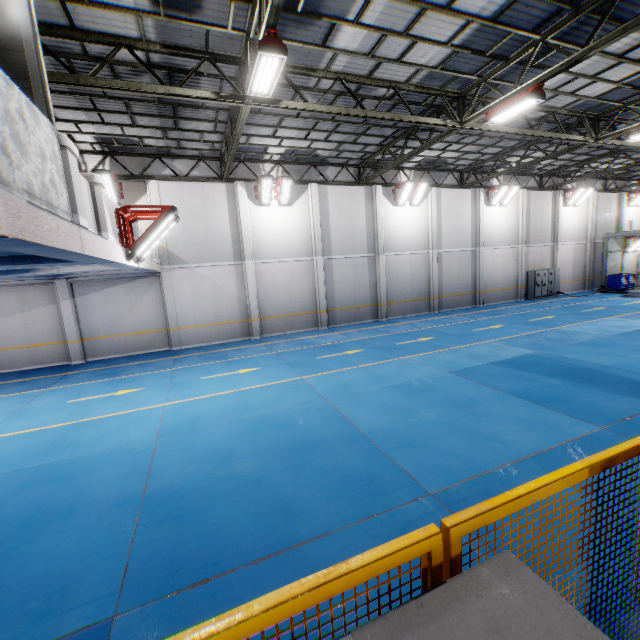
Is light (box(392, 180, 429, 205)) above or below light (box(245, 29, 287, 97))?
below

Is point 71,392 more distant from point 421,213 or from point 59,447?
point 421,213

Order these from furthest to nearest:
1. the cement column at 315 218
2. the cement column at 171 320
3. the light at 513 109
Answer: the cement column at 315 218, the cement column at 171 320, the light at 513 109

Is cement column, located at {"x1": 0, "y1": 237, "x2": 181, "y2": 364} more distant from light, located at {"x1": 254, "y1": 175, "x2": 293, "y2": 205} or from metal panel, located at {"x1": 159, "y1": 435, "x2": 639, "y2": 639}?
metal panel, located at {"x1": 159, "y1": 435, "x2": 639, "y2": 639}

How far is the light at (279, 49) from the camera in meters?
6.3

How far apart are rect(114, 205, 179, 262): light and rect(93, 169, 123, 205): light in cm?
761

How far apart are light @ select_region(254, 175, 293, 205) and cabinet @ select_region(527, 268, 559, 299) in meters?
19.7 m

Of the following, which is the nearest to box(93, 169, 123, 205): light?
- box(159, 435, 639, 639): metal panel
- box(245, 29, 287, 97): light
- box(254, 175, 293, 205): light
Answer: box(254, 175, 293, 205): light
